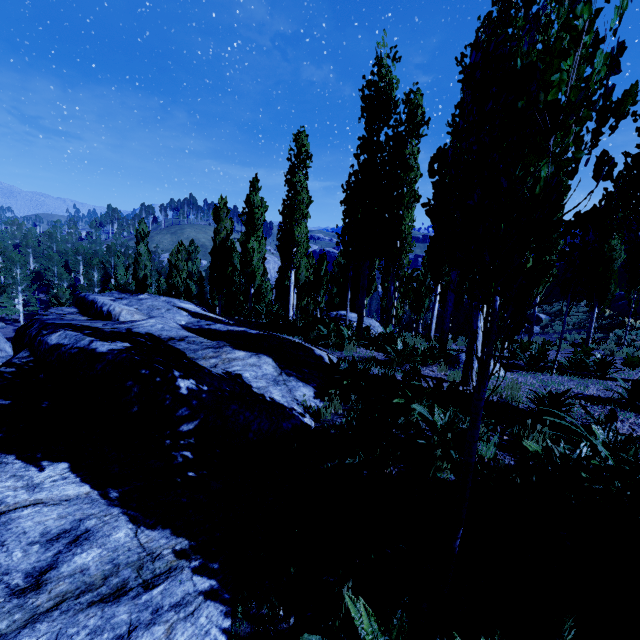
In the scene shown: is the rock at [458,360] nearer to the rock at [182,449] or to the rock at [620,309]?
the rock at [182,449]

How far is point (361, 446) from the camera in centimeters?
397cm

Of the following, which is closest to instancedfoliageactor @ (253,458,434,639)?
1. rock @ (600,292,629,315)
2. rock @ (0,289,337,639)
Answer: rock @ (0,289,337,639)

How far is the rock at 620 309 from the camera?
23.0m

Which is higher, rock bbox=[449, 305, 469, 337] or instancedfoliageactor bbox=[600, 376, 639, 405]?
instancedfoliageactor bbox=[600, 376, 639, 405]

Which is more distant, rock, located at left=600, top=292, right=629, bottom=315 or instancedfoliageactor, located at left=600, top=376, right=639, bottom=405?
rock, located at left=600, top=292, right=629, bottom=315

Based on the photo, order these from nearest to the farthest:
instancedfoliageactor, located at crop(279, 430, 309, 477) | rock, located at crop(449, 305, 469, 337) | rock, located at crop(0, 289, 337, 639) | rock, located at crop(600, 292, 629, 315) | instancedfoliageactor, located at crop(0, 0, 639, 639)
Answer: instancedfoliageactor, located at crop(0, 0, 639, 639) < rock, located at crop(0, 289, 337, 639) < instancedfoliageactor, located at crop(279, 430, 309, 477) < rock, located at crop(600, 292, 629, 315) < rock, located at crop(449, 305, 469, 337)

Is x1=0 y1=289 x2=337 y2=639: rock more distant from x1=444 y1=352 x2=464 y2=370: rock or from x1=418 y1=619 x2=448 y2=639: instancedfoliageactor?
x1=444 y1=352 x2=464 y2=370: rock
